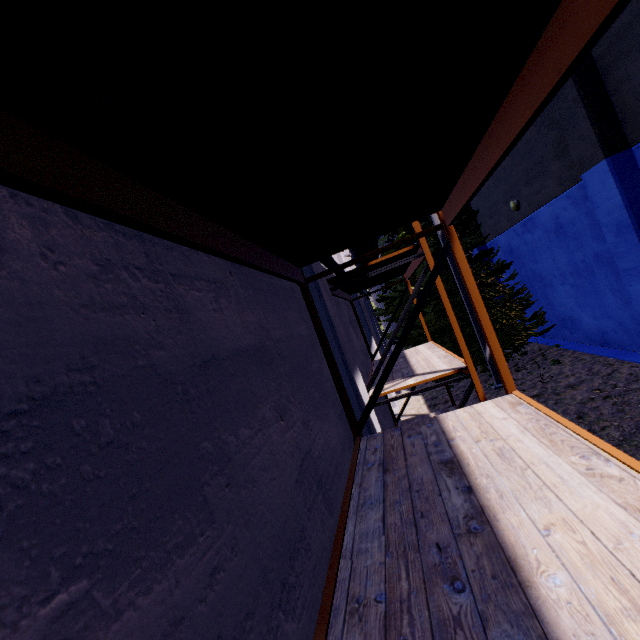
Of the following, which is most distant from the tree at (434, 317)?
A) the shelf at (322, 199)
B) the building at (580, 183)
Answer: the shelf at (322, 199)

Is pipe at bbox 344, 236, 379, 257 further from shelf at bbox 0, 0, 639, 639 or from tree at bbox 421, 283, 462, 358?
tree at bbox 421, 283, 462, 358

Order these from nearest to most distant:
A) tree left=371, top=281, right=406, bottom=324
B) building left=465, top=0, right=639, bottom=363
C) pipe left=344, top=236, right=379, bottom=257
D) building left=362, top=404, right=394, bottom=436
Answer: building left=362, top=404, right=394, bottom=436 → building left=465, top=0, right=639, bottom=363 → pipe left=344, top=236, right=379, bottom=257 → tree left=371, top=281, right=406, bottom=324

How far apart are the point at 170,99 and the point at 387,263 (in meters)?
5.43

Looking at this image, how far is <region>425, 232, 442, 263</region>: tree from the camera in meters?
12.0

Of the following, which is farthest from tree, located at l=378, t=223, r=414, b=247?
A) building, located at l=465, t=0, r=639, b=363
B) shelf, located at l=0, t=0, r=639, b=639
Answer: shelf, located at l=0, t=0, r=639, b=639

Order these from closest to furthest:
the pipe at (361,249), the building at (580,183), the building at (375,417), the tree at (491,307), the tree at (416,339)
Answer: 1. the building at (375,417)
2. the building at (580,183)
3. the pipe at (361,249)
4. the tree at (491,307)
5. the tree at (416,339)

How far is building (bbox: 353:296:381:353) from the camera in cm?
1209
